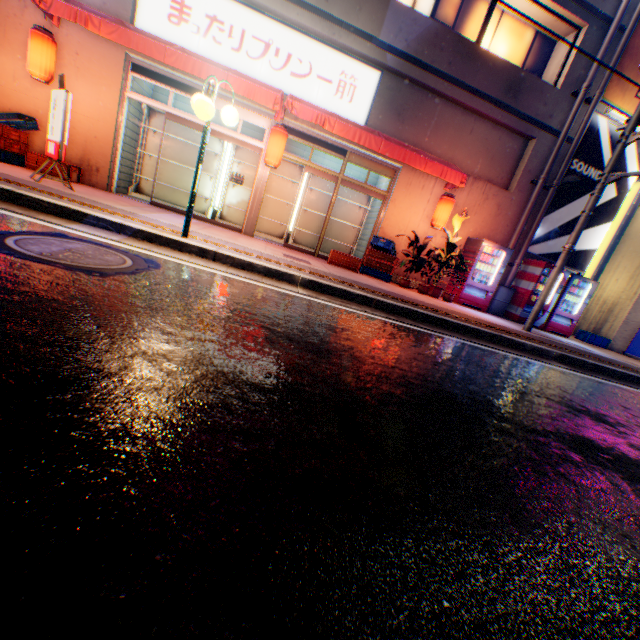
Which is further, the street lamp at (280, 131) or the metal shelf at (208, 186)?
the metal shelf at (208, 186)

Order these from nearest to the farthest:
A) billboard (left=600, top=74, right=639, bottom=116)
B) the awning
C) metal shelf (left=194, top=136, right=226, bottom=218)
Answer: the awning < billboard (left=600, top=74, right=639, bottom=116) < metal shelf (left=194, top=136, right=226, bottom=218)

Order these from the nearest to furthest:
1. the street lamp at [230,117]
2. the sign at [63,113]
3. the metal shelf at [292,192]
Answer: Answer: the street lamp at [230,117] → the sign at [63,113] → the metal shelf at [292,192]

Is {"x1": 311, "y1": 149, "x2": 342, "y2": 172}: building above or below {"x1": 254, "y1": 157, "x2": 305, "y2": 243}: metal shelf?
A: above

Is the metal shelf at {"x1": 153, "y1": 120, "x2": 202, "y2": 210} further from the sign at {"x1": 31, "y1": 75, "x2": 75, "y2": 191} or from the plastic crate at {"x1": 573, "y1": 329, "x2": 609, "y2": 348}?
the plastic crate at {"x1": 573, "y1": 329, "x2": 609, "y2": 348}

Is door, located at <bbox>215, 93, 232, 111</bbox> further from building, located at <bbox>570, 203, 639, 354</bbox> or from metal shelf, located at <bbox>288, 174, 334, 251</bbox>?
building, located at <bbox>570, 203, 639, 354</bbox>

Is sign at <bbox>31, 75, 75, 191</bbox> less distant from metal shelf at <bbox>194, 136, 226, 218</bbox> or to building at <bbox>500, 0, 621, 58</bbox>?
building at <bbox>500, 0, 621, 58</bbox>

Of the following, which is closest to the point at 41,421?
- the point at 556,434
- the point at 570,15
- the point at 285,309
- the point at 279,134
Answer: the point at 285,309
